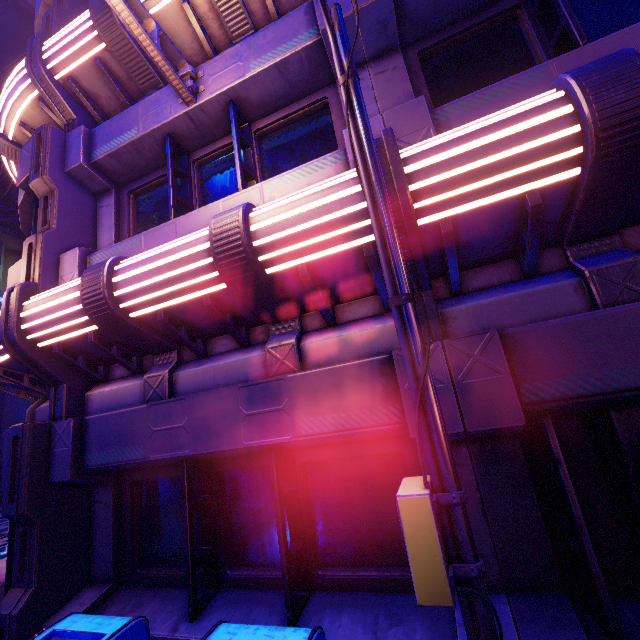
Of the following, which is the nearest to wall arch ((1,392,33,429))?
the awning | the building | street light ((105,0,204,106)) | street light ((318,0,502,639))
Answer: the building

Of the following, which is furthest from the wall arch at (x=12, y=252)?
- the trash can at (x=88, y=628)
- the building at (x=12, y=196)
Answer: the trash can at (x=88, y=628)

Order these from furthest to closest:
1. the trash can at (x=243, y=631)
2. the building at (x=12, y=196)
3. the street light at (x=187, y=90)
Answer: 1. the building at (x=12, y=196)
2. the street light at (x=187, y=90)
3. the trash can at (x=243, y=631)

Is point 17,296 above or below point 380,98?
below

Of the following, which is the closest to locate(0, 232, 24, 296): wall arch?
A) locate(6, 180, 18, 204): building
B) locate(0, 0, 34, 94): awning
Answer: locate(6, 180, 18, 204): building

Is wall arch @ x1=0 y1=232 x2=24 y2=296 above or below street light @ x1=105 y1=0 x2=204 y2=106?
above

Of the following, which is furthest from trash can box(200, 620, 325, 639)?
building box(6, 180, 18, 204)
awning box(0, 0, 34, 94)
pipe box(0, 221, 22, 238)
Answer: pipe box(0, 221, 22, 238)

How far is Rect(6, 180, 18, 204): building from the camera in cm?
2684
